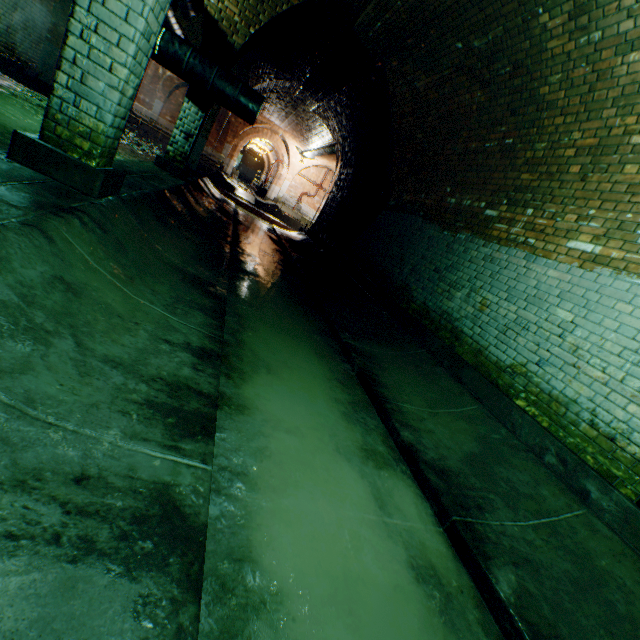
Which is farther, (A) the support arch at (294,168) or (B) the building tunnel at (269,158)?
(B) the building tunnel at (269,158)

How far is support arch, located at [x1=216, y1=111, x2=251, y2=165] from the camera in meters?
22.9 m

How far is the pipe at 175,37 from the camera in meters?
5.9

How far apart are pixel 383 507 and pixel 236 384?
1.30m

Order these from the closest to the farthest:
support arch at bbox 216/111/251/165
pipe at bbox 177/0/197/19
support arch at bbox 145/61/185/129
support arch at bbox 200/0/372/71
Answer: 1. support arch at bbox 200/0/372/71
2. pipe at bbox 177/0/197/19
3. support arch at bbox 145/61/185/129
4. support arch at bbox 216/111/251/165

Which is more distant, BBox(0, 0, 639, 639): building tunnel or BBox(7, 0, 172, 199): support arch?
BBox(7, 0, 172, 199): support arch

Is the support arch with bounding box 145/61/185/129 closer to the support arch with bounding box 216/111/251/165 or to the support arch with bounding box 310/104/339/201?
the support arch with bounding box 216/111/251/165
